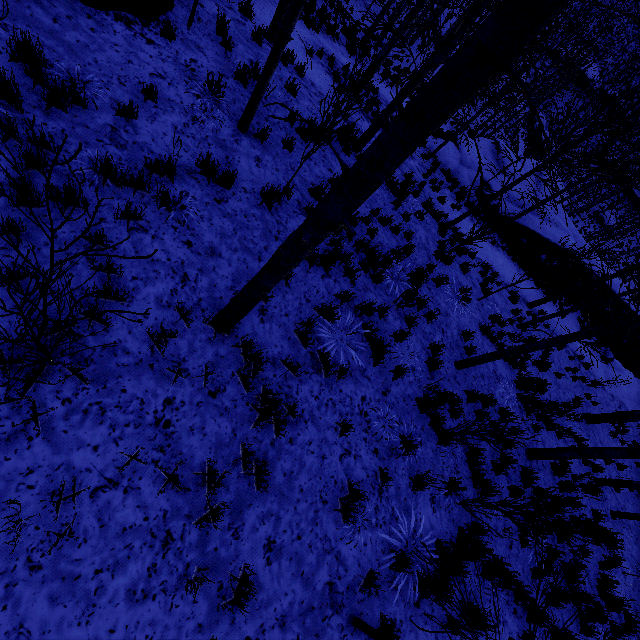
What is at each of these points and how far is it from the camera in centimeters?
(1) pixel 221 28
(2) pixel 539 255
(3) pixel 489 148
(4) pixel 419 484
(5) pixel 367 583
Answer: (1) instancedfoliageactor, 659cm
(2) rock, 1819cm
(3) rock, 2258cm
(4) instancedfoliageactor, 518cm
(5) instancedfoliageactor, 420cm

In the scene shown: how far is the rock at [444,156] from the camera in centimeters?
1831cm

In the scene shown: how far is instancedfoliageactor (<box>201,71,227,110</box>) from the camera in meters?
5.5 m

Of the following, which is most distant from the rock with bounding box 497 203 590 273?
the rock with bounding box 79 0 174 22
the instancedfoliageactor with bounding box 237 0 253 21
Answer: the rock with bounding box 79 0 174 22

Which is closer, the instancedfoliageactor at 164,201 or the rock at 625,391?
the instancedfoliageactor at 164,201

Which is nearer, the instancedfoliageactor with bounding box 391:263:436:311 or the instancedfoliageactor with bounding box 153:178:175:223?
the instancedfoliageactor with bounding box 153:178:175:223

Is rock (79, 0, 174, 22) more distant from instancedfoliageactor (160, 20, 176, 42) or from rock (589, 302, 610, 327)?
rock (589, 302, 610, 327)

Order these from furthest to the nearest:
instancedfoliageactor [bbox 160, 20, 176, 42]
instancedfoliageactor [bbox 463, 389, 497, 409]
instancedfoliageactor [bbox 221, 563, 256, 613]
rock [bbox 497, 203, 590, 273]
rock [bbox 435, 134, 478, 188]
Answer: rock [bbox 435, 134, 478, 188] → rock [bbox 497, 203, 590, 273] → instancedfoliageactor [bbox 463, 389, 497, 409] → instancedfoliageactor [bbox 160, 20, 176, 42] → instancedfoliageactor [bbox 221, 563, 256, 613]
